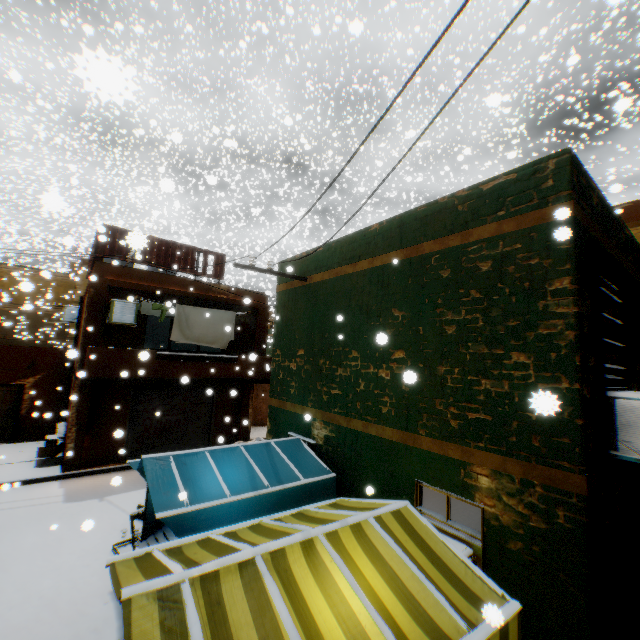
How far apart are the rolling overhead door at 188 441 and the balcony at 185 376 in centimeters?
3cm

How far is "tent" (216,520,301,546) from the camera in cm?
353

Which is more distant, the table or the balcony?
the balcony

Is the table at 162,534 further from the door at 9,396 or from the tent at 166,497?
the door at 9,396

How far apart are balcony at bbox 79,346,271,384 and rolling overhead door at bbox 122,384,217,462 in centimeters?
3cm

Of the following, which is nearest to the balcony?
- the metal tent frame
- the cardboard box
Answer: the cardboard box

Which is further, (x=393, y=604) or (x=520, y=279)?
(x=520, y=279)
